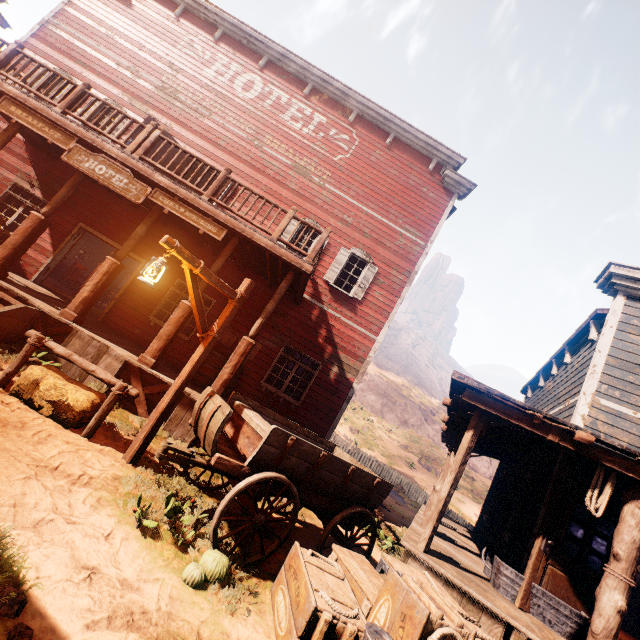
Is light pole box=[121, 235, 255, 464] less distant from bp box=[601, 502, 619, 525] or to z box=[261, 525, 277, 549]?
z box=[261, 525, 277, 549]

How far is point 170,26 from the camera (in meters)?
12.05

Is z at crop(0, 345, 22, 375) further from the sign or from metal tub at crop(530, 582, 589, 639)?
the sign

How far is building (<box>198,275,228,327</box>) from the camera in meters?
7.7

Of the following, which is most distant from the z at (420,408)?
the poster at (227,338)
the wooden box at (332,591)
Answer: the poster at (227,338)

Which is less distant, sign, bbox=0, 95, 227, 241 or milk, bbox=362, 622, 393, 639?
milk, bbox=362, 622, 393, 639

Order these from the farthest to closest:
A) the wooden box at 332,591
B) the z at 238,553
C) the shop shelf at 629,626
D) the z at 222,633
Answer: the shop shelf at 629,626 < the z at 238,553 < the wooden box at 332,591 < the z at 222,633

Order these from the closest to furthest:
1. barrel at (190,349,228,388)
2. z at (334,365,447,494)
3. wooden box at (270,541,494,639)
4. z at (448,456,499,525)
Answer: wooden box at (270,541,494,639)
barrel at (190,349,228,388)
z at (448,456,499,525)
z at (334,365,447,494)
